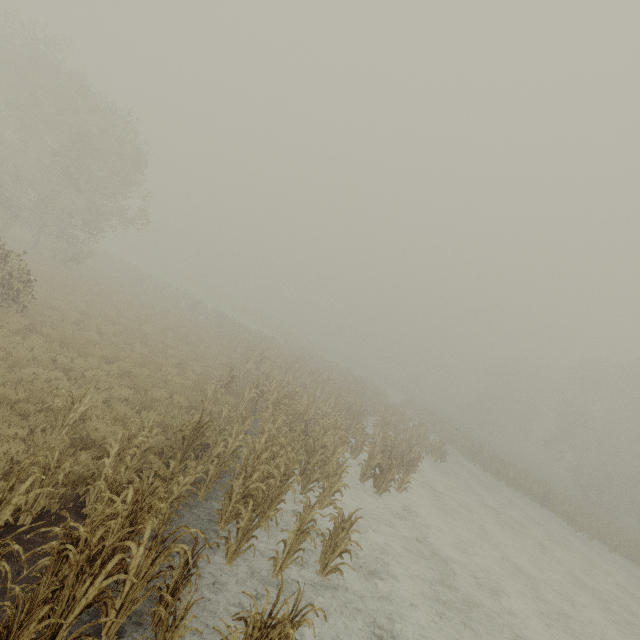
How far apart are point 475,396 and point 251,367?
51.9m
